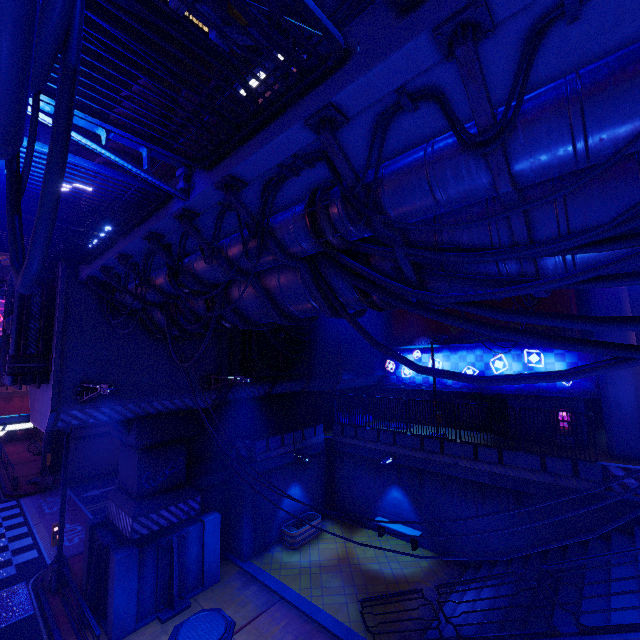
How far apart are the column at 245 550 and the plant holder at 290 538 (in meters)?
1.51

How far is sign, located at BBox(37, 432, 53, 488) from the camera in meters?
24.3 m

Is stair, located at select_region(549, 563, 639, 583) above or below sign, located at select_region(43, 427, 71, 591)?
above

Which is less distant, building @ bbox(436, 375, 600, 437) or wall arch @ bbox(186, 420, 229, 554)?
wall arch @ bbox(186, 420, 229, 554)

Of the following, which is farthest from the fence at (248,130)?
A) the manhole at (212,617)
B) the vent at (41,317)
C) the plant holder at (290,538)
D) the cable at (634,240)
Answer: the plant holder at (290,538)

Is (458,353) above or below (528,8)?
below

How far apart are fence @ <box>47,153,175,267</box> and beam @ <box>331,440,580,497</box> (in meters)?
15.21

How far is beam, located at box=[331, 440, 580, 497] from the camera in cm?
1234
